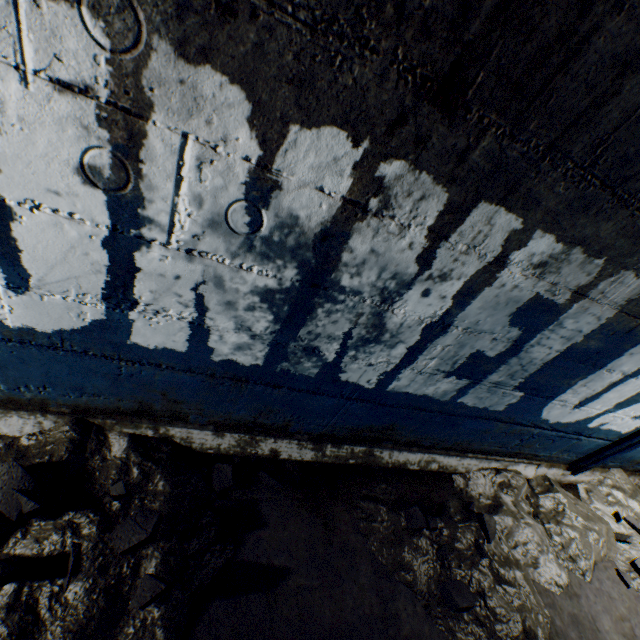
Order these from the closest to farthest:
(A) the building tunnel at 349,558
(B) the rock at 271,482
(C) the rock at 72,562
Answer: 1. (A) the building tunnel at 349,558
2. (C) the rock at 72,562
3. (B) the rock at 271,482

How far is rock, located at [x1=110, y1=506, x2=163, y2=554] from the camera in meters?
1.3

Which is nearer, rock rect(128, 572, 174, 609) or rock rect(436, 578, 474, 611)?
rock rect(128, 572, 174, 609)

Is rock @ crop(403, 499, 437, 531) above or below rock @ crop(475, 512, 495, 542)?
below

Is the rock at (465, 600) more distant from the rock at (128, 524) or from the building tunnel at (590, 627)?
the rock at (128, 524)

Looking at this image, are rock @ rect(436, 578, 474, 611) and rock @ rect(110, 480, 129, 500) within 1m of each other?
no

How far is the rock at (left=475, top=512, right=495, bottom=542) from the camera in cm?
207

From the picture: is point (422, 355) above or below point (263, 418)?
above
